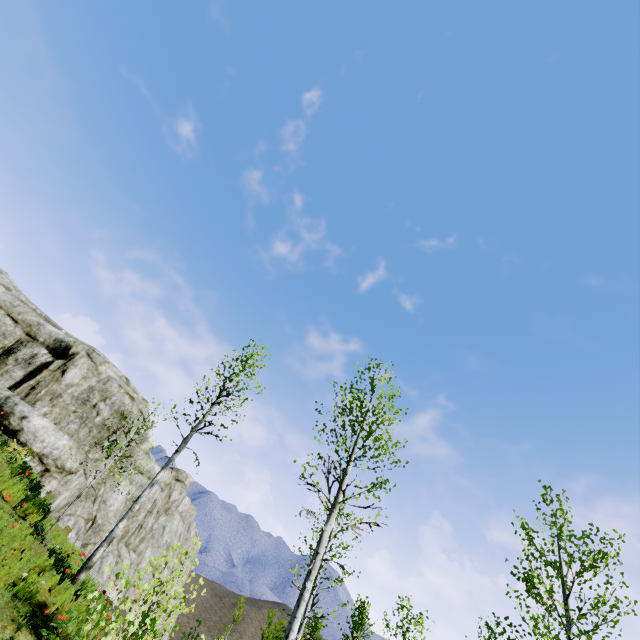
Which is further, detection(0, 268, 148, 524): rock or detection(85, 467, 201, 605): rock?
detection(85, 467, 201, 605): rock

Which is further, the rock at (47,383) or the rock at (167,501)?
the rock at (167,501)

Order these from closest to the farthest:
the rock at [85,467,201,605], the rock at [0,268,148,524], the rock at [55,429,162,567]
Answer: the rock at [0,268,148,524] < the rock at [55,429,162,567] < the rock at [85,467,201,605]

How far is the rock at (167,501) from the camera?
18.9m

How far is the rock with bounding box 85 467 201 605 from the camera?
18.94m

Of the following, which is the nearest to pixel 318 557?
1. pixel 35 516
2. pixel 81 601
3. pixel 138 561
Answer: pixel 81 601
